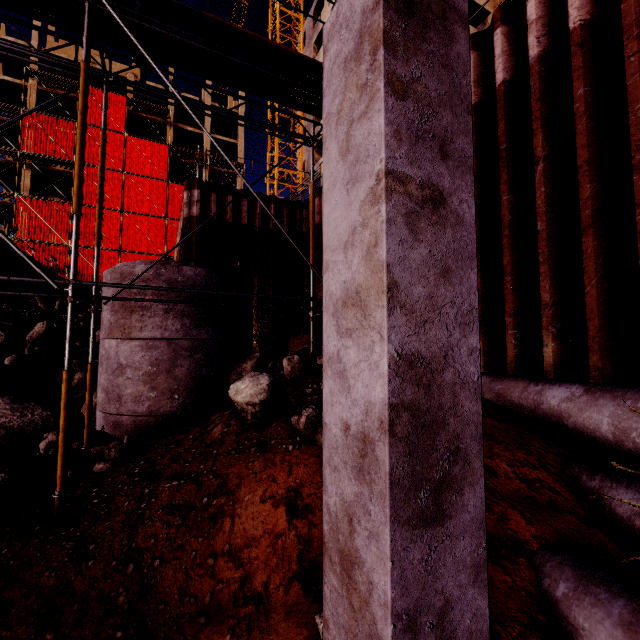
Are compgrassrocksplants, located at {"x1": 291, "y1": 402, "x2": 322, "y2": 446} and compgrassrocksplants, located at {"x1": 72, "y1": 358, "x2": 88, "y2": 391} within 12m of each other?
yes

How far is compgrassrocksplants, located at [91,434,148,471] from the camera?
4.8m

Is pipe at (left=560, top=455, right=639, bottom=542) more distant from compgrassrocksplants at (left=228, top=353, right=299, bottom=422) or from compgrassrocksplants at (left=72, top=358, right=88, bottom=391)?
compgrassrocksplants at (left=72, top=358, right=88, bottom=391)

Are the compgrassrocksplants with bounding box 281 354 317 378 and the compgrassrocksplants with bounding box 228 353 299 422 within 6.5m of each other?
yes

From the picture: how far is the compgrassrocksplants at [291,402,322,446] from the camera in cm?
384

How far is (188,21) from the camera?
5.2 meters

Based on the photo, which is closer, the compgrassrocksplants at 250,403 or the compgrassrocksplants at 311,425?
the compgrassrocksplants at 311,425

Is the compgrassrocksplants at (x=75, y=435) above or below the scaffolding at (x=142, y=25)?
below
